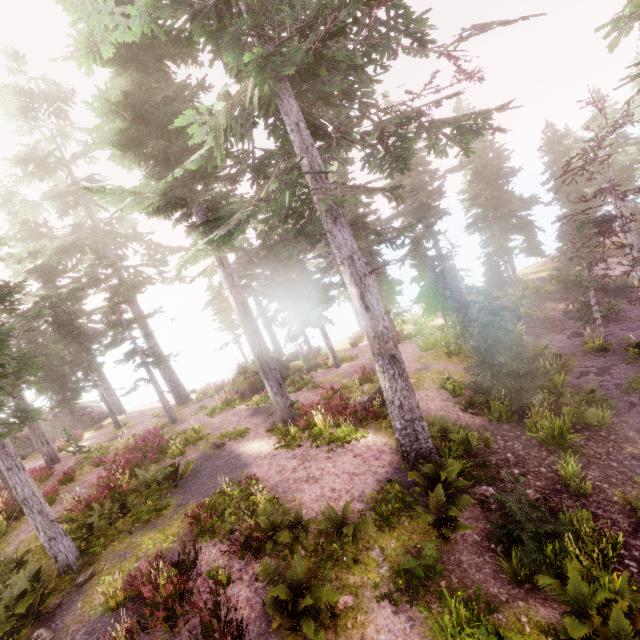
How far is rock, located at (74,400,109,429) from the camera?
31.0 meters

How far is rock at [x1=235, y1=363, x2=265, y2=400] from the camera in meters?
22.2 m

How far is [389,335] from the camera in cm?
1116

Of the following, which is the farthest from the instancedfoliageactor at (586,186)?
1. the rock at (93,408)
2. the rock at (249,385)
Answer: Result: the rock at (249,385)

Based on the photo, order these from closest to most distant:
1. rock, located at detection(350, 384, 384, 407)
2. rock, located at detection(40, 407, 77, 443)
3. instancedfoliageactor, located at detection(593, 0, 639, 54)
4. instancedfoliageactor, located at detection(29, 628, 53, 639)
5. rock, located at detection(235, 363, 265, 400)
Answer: instancedfoliageactor, located at detection(29, 628, 53, 639) < instancedfoliageactor, located at detection(593, 0, 639, 54) < rock, located at detection(350, 384, 384, 407) < rock, located at detection(235, 363, 265, 400) < rock, located at detection(40, 407, 77, 443)

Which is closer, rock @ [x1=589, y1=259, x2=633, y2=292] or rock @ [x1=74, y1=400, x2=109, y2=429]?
rock @ [x1=589, y1=259, x2=633, y2=292]

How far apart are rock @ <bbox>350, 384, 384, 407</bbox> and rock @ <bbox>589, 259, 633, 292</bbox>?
19.3m

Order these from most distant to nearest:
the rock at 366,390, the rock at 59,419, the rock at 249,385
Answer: the rock at 59,419 → the rock at 249,385 → the rock at 366,390
